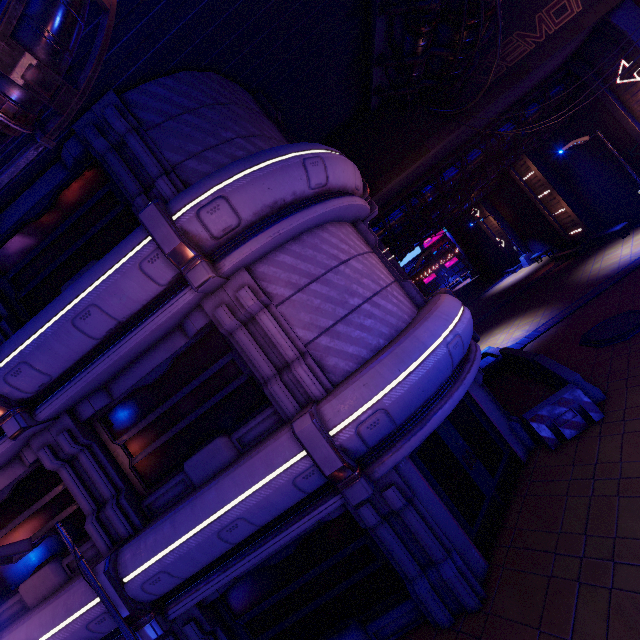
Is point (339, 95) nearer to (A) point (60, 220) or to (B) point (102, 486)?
(A) point (60, 220)

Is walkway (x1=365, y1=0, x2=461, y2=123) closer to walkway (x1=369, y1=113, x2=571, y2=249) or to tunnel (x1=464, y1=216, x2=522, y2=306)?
walkway (x1=369, y1=113, x2=571, y2=249)

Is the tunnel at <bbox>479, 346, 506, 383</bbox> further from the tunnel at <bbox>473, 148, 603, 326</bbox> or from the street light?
the street light

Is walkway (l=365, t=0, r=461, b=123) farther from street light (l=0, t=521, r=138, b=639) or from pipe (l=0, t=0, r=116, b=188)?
street light (l=0, t=521, r=138, b=639)

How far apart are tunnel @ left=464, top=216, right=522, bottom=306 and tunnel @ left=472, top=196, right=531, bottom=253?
0.5m

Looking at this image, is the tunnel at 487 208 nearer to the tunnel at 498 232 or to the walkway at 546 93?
the tunnel at 498 232

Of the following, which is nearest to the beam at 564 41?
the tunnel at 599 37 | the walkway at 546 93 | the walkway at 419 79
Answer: the tunnel at 599 37

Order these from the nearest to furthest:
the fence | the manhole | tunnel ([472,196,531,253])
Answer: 1. the fence
2. the manhole
3. tunnel ([472,196,531,253])
